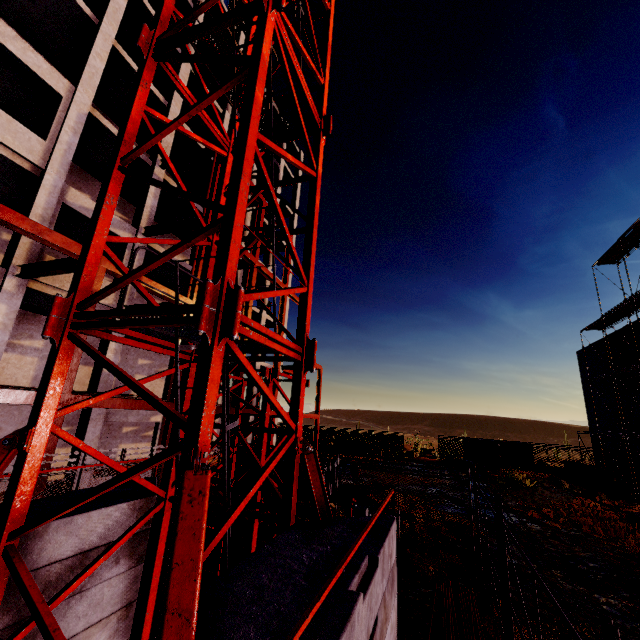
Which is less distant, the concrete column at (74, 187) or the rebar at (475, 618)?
the rebar at (475, 618)

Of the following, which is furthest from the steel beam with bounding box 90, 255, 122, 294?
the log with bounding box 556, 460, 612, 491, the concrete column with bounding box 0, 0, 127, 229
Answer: the log with bounding box 556, 460, 612, 491

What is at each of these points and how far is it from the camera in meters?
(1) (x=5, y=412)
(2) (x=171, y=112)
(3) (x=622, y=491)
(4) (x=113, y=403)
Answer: (1) concrete column, 13.5
(2) concrete column, 17.5
(3) dumpster, 19.4
(4) steel beam, 9.6

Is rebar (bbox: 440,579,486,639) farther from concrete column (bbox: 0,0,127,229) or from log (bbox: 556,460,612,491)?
log (bbox: 556,460,612,491)

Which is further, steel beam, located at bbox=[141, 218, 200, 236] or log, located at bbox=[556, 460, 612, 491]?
log, located at bbox=[556, 460, 612, 491]

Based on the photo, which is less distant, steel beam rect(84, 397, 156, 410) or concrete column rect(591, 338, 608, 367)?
steel beam rect(84, 397, 156, 410)

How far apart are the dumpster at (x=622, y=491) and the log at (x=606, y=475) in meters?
2.9

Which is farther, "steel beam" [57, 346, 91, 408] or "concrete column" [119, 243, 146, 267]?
"concrete column" [119, 243, 146, 267]
